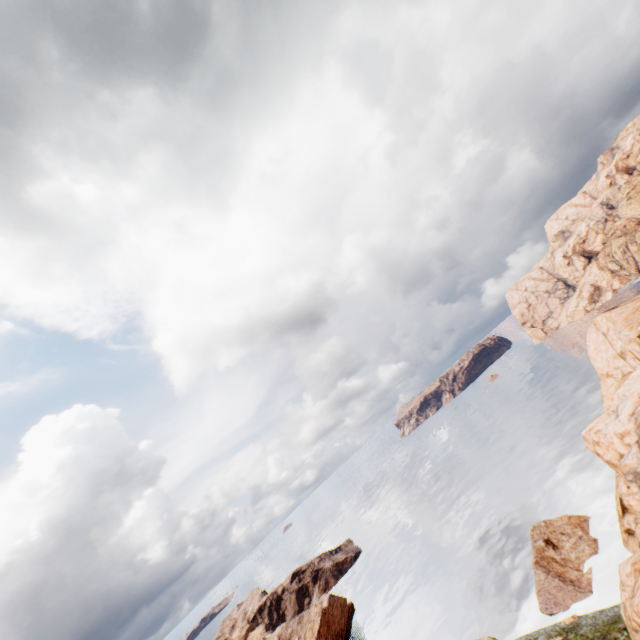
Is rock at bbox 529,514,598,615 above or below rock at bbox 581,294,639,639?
below

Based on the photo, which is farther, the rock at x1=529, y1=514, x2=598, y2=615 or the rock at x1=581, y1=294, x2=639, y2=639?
the rock at x1=529, y1=514, x2=598, y2=615

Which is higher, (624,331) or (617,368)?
(624,331)

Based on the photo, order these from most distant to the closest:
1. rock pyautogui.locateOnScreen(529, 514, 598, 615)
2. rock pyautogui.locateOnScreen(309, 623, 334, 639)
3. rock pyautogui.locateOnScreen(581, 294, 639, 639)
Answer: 1. rock pyautogui.locateOnScreen(309, 623, 334, 639)
2. rock pyautogui.locateOnScreen(529, 514, 598, 615)
3. rock pyautogui.locateOnScreen(581, 294, 639, 639)

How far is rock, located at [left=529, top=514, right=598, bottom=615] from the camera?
35.5 meters

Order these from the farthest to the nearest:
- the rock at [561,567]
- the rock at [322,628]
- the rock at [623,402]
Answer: the rock at [322,628] → the rock at [561,567] → the rock at [623,402]

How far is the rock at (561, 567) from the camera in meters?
35.5 m
